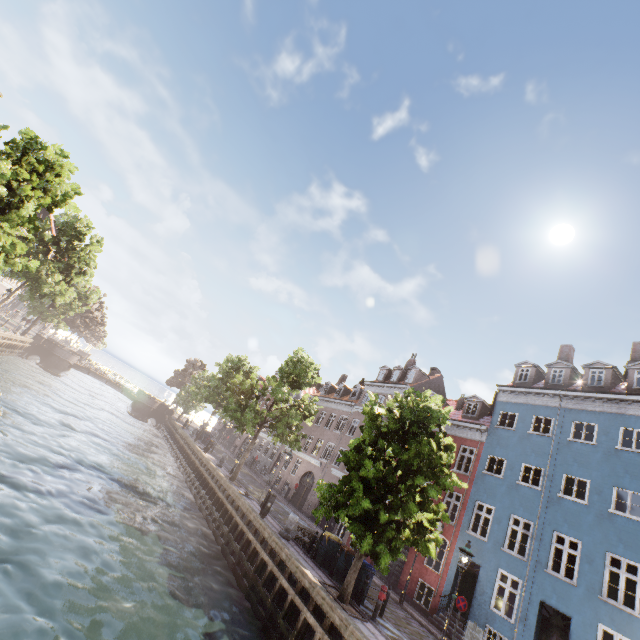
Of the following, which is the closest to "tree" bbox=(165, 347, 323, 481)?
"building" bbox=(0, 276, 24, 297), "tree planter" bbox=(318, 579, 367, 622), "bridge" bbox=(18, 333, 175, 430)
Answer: "tree planter" bbox=(318, 579, 367, 622)

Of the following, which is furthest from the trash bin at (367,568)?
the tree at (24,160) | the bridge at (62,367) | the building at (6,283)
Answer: the bridge at (62,367)

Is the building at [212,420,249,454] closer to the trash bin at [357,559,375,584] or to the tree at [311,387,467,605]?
the tree at [311,387,467,605]

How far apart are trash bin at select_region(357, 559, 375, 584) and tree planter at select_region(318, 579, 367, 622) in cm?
99

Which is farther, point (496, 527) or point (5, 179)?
point (496, 527)

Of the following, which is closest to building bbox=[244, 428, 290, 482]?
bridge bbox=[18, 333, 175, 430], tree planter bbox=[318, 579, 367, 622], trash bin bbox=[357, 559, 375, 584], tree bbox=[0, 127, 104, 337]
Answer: tree bbox=[0, 127, 104, 337]

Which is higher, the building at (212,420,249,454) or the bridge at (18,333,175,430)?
the building at (212,420,249,454)

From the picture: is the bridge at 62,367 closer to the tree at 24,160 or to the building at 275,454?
the tree at 24,160
